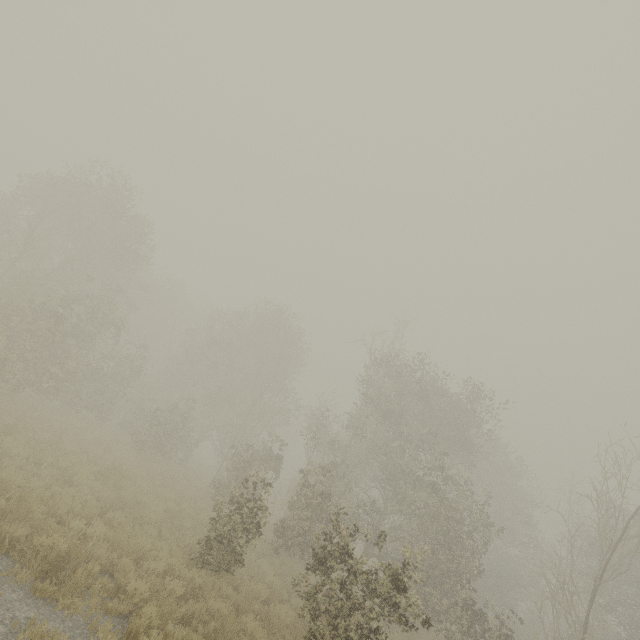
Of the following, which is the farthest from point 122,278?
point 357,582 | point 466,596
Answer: point 466,596
